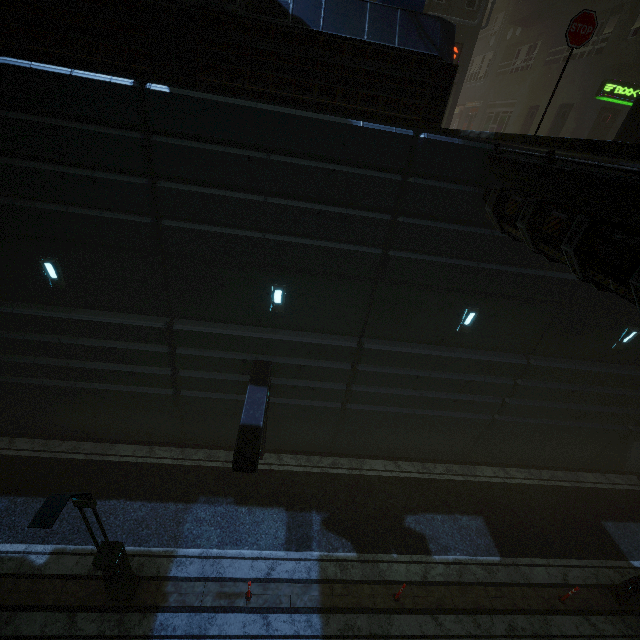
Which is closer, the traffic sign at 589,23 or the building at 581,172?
the traffic sign at 589,23

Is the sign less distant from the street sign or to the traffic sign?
the street sign

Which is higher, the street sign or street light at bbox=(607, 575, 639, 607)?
the street sign

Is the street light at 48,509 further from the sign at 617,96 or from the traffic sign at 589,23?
the sign at 617,96

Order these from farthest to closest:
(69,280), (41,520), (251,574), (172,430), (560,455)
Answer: (560,455), (172,430), (251,574), (69,280), (41,520)

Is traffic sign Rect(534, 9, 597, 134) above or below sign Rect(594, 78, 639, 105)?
below

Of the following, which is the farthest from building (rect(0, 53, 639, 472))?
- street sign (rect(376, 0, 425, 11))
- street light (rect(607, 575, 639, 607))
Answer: street light (rect(607, 575, 639, 607))

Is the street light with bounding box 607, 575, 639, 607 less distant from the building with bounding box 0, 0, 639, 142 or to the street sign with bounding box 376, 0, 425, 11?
the building with bounding box 0, 0, 639, 142
